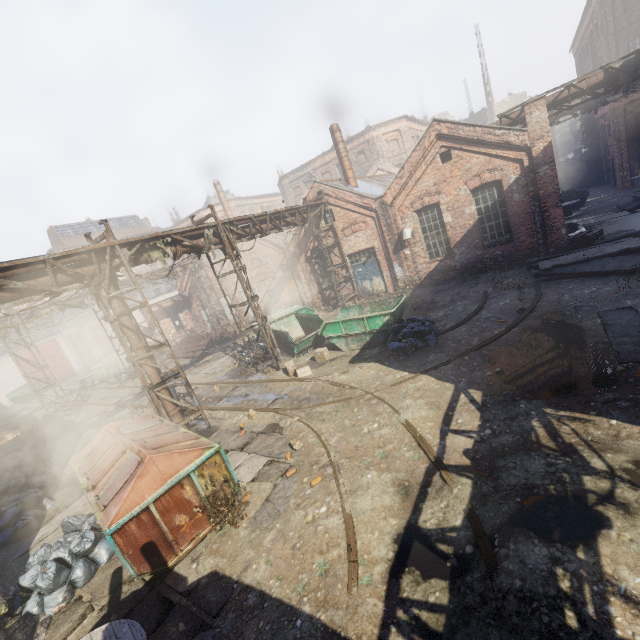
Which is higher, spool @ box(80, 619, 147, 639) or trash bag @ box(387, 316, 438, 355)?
spool @ box(80, 619, 147, 639)

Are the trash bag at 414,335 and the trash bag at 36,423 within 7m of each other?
no

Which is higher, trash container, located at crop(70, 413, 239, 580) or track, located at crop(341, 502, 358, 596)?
trash container, located at crop(70, 413, 239, 580)

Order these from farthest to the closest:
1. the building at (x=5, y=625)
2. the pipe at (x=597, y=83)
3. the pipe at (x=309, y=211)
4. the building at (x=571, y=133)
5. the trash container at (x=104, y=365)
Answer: the building at (x=571, y=133) → the trash container at (x=104, y=365) → the pipe at (x=597, y=83) → the pipe at (x=309, y=211) → the building at (x=5, y=625)

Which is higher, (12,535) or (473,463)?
(12,535)

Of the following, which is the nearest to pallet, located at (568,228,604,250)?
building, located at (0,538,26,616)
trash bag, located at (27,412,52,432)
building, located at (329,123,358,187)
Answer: building, located at (329,123,358,187)

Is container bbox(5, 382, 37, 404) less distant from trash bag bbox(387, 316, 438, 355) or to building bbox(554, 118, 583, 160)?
trash bag bbox(387, 316, 438, 355)

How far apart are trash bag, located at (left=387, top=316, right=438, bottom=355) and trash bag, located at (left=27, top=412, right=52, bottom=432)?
18.9 meters
